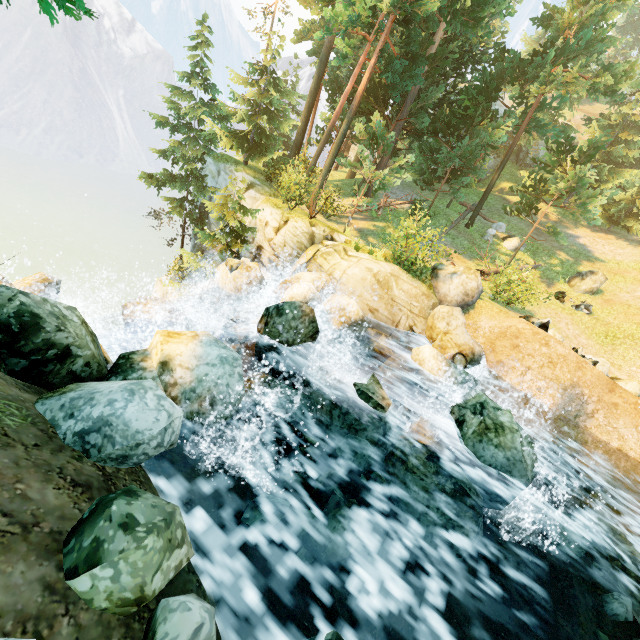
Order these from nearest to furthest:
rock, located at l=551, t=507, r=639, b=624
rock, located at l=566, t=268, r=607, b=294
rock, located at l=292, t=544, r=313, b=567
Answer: rock, located at l=292, t=544, r=313, b=567
rock, located at l=551, t=507, r=639, b=624
rock, located at l=566, t=268, r=607, b=294

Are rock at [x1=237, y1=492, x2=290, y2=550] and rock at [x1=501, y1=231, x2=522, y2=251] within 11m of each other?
no

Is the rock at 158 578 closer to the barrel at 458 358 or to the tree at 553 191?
the tree at 553 191

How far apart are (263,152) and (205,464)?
20.94m

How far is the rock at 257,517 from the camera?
4.56m

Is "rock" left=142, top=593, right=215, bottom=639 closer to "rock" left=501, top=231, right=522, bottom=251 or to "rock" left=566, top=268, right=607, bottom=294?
"rock" left=566, top=268, right=607, bottom=294

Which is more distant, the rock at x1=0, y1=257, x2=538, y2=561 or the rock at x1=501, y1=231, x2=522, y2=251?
the rock at x1=501, y1=231, x2=522, y2=251

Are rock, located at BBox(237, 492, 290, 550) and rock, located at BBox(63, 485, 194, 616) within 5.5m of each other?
yes
